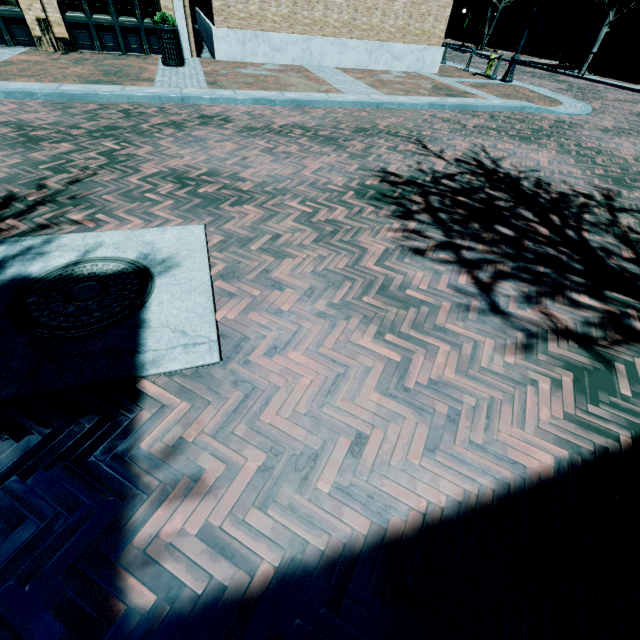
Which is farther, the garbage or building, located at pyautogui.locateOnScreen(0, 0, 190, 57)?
building, located at pyautogui.locateOnScreen(0, 0, 190, 57)

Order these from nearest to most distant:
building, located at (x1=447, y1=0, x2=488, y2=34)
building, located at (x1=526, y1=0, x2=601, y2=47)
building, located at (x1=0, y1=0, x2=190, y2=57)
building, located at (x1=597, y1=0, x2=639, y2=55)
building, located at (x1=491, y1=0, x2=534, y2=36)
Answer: building, located at (x1=0, y1=0, x2=190, y2=57)
building, located at (x1=597, y1=0, x2=639, y2=55)
building, located at (x1=526, y1=0, x2=601, y2=47)
building, located at (x1=491, y1=0, x2=534, y2=36)
building, located at (x1=447, y1=0, x2=488, y2=34)

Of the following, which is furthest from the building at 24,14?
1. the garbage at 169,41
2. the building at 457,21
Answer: the garbage at 169,41

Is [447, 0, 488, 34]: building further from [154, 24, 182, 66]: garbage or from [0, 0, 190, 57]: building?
[154, 24, 182, 66]: garbage

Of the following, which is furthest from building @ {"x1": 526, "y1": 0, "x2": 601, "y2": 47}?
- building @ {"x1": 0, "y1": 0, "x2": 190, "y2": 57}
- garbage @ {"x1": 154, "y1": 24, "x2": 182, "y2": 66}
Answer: garbage @ {"x1": 154, "y1": 24, "x2": 182, "y2": 66}

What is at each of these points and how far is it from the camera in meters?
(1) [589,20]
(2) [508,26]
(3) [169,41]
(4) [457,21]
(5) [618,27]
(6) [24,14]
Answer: (1) building, 22.9 m
(2) building, 28.7 m
(3) garbage, 9.3 m
(4) building, 33.9 m
(5) building, 21.4 m
(6) building, 9.6 m

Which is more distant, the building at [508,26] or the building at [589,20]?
the building at [508,26]
